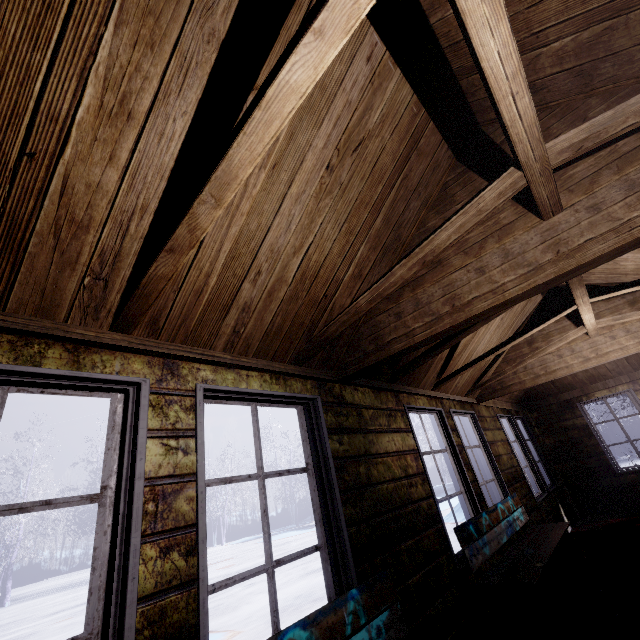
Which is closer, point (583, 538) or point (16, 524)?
point (583, 538)

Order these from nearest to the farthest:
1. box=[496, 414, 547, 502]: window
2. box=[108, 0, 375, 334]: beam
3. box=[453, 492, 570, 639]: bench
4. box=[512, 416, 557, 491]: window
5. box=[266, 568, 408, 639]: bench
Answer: box=[108, 0, 375, 334]: beam, box=[266, 568, 408, 639]: bench, box=[453, 492, 570, 639]: bench, box=[496, 414, 547, 502]: window, box=[512, 416, 557, 491]: window

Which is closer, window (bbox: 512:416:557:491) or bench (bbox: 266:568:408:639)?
bench (bbox: 266:568:408:639)

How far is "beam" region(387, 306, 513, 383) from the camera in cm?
254

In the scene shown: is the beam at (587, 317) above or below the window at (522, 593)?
above

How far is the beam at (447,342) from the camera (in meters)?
2.54

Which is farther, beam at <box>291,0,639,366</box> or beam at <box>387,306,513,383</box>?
beam at <box>387,306,513,383</box>

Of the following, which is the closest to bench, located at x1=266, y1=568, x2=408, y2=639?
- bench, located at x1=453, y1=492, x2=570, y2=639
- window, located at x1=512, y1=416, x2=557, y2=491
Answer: bench, located at x1=453, y1=492, x2=570, y2=639
